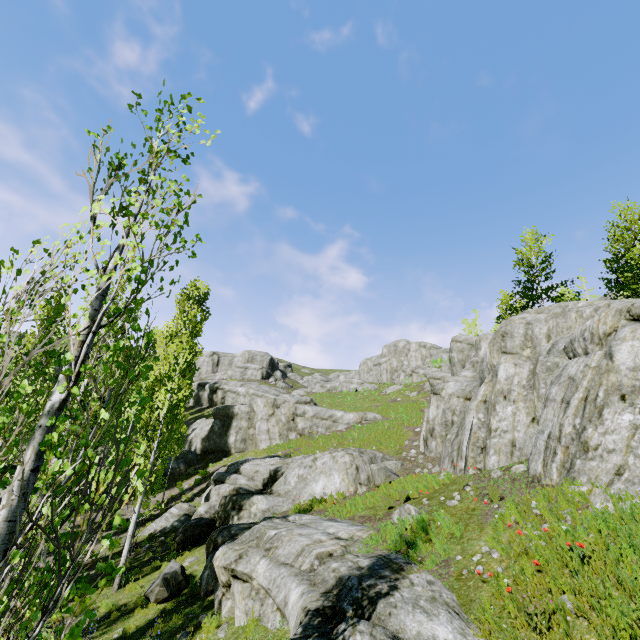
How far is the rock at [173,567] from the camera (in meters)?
10.37

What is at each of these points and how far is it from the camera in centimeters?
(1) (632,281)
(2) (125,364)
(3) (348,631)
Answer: (1) instancedfoliageactor, 1934cm
(2) instancedfoliageactor, 2317cm
(3) rock, 476cm

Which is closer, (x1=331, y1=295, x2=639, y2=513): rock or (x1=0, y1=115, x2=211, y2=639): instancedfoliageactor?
(x1=0, y1=115, x2=211, y2=639): instancedfoliageactor

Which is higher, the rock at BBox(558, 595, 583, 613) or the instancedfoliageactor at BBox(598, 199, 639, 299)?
the instancedfoliageactor at BBox(598, 199, 639, 299)

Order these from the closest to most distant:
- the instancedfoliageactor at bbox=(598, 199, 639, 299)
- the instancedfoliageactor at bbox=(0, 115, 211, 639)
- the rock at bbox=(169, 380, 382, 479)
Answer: the instancedfoliageactor at bbox=(0, 115, 211, 639)
the instancedfoliageactor at bbox=(598, 199, 639, 299)
the rock at bbox=(169, 380, 382, 479)

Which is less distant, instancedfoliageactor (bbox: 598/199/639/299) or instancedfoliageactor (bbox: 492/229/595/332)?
instancedfoliageactor (bbox: 598/199/639/299)
